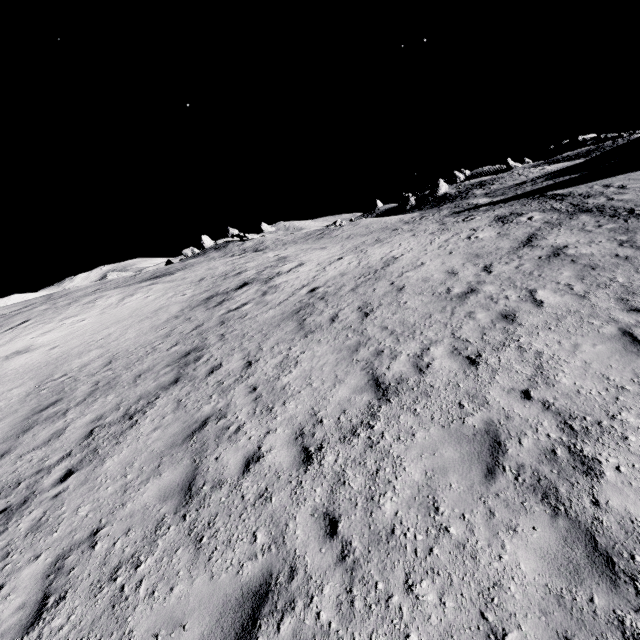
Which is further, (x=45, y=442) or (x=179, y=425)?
(x=45, y=442)
